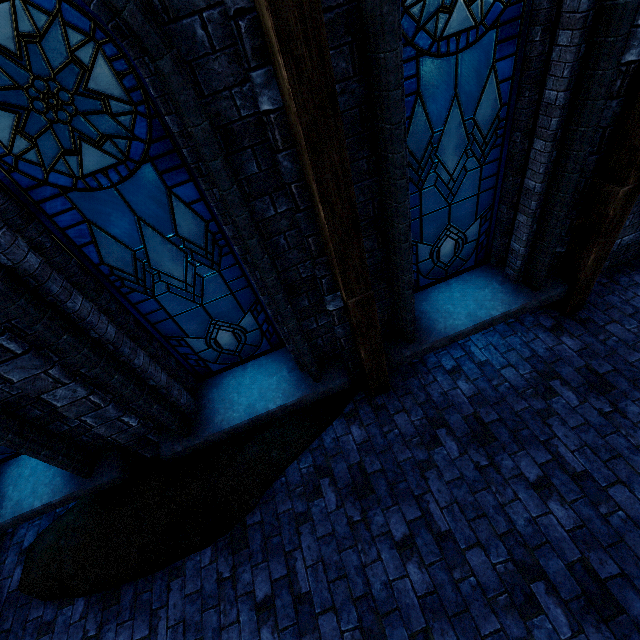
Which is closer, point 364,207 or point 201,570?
point 364,207

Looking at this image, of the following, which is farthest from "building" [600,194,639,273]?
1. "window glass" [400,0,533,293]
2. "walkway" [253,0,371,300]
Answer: "window glass" [400,0,533,293]

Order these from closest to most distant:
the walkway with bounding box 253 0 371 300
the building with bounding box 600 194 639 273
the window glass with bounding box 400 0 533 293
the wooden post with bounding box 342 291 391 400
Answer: the walkway with bounding box 253 0 371 300 → the window glass with bounding box 400 0 533 293 → the wooden post with bounding box 342 291 391 400 → the building with bounding box 600 194 639 273

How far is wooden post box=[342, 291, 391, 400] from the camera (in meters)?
3.08

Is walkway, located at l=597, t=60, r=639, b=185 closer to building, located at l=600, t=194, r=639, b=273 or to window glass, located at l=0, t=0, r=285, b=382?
building, located at l=600, t=194, r=639, b=273

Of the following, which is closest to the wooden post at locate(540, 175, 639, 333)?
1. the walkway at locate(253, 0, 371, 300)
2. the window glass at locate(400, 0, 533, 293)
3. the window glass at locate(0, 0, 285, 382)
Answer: Result: the walkway at locate(253, 0, 371, 300)

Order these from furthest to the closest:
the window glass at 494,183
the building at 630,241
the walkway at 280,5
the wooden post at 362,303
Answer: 1. the building at 630,241
2. the wooden post at 362,303
3. the window glass at 494,183
4. the walkway at 280,5

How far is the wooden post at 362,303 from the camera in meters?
3.1 m
